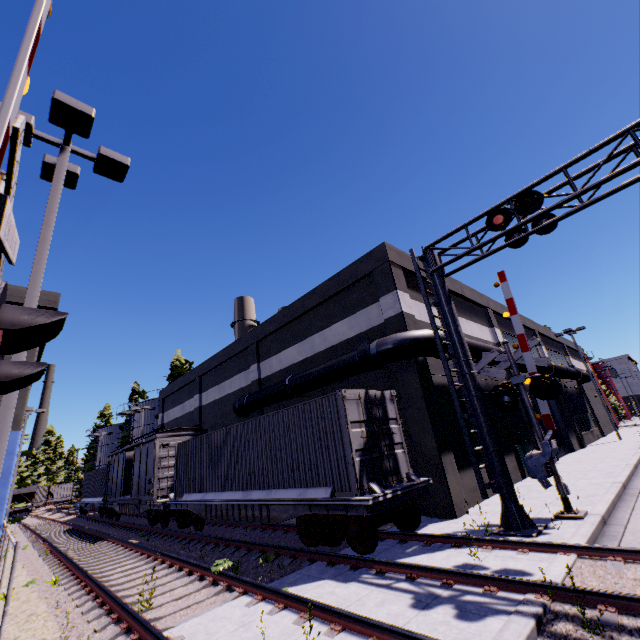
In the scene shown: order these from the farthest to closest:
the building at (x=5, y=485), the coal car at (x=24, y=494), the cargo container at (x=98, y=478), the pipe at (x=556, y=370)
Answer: the coal car at (x=24, y=494) < the cargo container at (x=98, y=478) < the pipe at (x=556, y=370) < the building at (x=5, y=485)

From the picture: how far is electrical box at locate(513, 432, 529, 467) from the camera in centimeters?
1596cm

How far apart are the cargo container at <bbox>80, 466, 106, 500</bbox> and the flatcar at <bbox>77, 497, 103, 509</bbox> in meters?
0.0 m

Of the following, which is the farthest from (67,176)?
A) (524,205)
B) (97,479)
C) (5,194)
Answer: (97,479)

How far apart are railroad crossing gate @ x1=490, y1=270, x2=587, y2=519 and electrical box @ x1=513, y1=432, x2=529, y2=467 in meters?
7.3 m

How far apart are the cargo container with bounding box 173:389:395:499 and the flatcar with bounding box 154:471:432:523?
0.0m

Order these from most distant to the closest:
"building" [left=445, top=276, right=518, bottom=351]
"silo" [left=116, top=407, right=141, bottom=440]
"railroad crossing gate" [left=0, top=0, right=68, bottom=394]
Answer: "silo" [left=116, top=407, right=141, bottom=440] → "building" [left=445, top=276, right=518, bottom=351] → "railroad crossing gate" [left=0, top=0, right=68, bottom=394]

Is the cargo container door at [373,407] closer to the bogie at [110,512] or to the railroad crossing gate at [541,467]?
the railroad crossing gate at [541,467]
